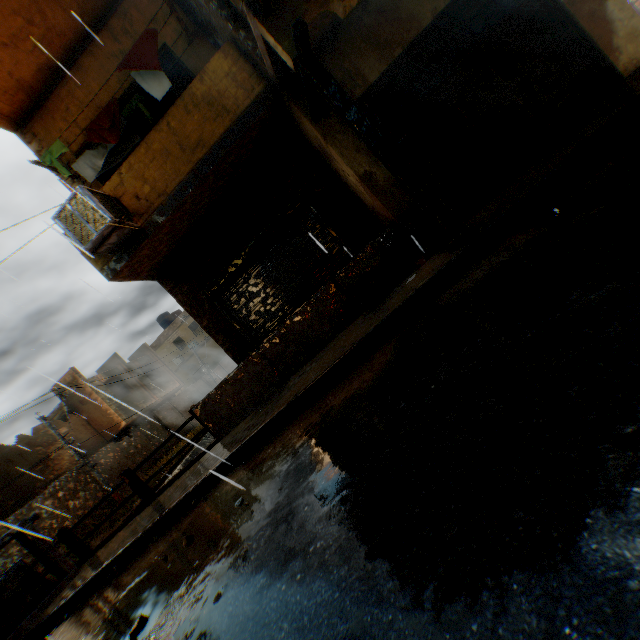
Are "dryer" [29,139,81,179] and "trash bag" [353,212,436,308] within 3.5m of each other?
no

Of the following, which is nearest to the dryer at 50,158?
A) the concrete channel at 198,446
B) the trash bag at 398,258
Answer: the trash bag at 398,258

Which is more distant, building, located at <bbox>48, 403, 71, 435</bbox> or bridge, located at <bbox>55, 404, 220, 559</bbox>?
building, located at <bbox>48, 403, 71, 435</bbox>

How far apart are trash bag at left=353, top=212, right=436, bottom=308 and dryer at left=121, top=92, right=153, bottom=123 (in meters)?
4.44

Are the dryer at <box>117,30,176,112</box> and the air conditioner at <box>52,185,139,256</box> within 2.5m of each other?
yes

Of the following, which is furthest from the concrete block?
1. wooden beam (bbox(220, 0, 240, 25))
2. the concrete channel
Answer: wooden beam (bbox(220, 0, 240, 25))

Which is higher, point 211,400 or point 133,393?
point 133,393

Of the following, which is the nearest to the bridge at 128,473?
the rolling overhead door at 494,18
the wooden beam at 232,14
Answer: the rolling overhead door at 494,18
